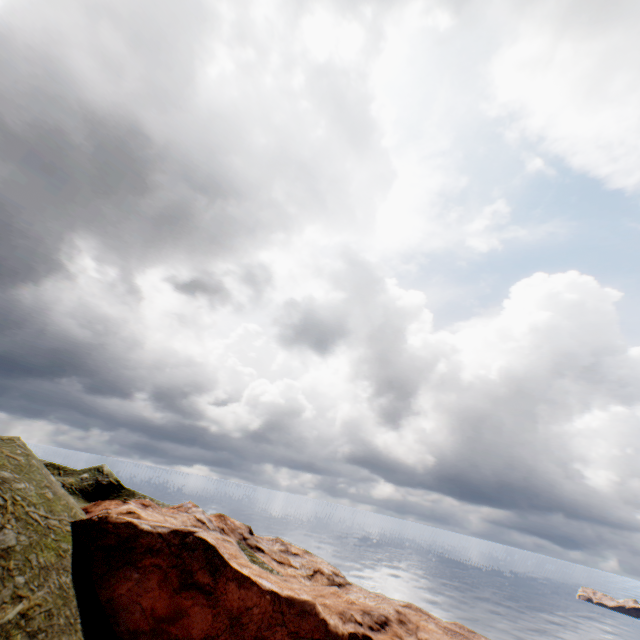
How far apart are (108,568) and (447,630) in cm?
3887
